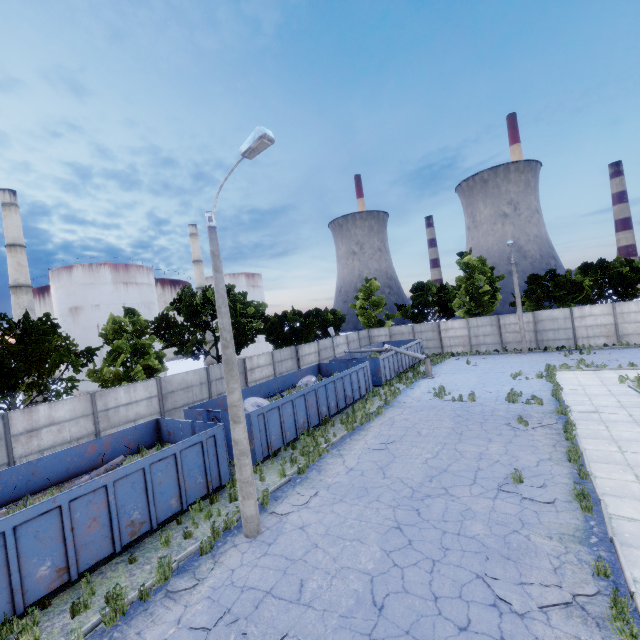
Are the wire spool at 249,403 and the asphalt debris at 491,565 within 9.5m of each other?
no

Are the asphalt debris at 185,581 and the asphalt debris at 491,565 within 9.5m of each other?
yes

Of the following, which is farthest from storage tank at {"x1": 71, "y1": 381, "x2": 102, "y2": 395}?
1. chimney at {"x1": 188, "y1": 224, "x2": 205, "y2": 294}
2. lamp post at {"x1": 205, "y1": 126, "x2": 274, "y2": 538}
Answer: lamp post at {"x1": 205, "y1": 126, "x2": 274, "y2": 538}

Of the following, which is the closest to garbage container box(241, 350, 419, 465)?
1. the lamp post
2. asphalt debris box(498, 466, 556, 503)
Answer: the lamp post

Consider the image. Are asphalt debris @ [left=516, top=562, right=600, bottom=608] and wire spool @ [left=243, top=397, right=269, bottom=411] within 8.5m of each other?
no

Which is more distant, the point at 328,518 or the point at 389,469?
the point at 389,469

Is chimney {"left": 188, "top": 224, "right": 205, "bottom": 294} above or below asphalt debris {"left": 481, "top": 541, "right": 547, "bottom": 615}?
above

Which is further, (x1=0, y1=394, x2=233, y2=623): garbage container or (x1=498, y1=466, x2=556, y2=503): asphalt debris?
(x1=498, y1=466, x2=556, y2=503): asphalt debris
